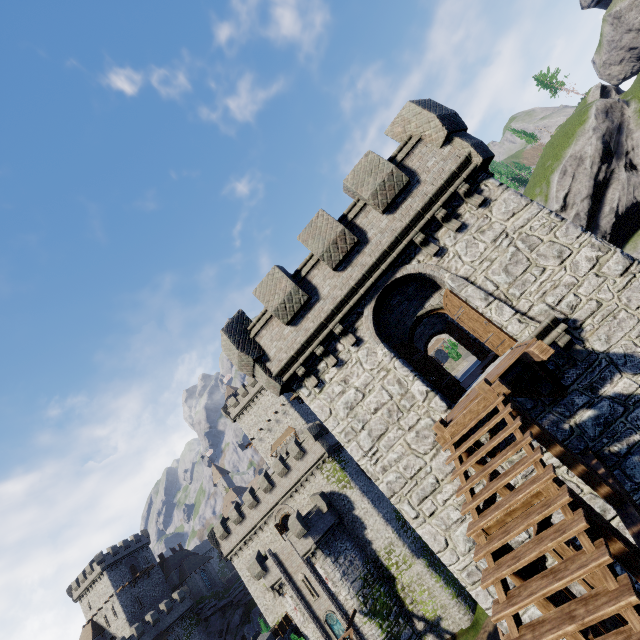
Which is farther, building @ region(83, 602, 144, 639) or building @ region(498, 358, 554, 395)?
building @ region(83, 602, 144, 639)

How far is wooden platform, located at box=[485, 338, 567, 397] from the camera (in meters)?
6.86

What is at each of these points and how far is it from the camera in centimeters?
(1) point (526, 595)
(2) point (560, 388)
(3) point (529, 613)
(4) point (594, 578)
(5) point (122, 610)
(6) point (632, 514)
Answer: (1) stairs, 412cm
(2) wooden platform, 852cm
(3) building, 830cm
(4) wooden post, 608cm
(5) building, 5934cm
(6) wooden beam, 545cm

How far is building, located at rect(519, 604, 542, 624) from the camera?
8.23m

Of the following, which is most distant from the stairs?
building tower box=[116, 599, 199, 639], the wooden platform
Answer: building tower box=[116, 599, 199, 639]

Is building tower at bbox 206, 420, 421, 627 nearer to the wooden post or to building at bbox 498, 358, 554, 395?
building at bbox 498, 358, 554, 395

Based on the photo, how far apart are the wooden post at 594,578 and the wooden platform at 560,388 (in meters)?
2.38

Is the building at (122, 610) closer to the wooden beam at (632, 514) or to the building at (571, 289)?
the building at (571, 289)
